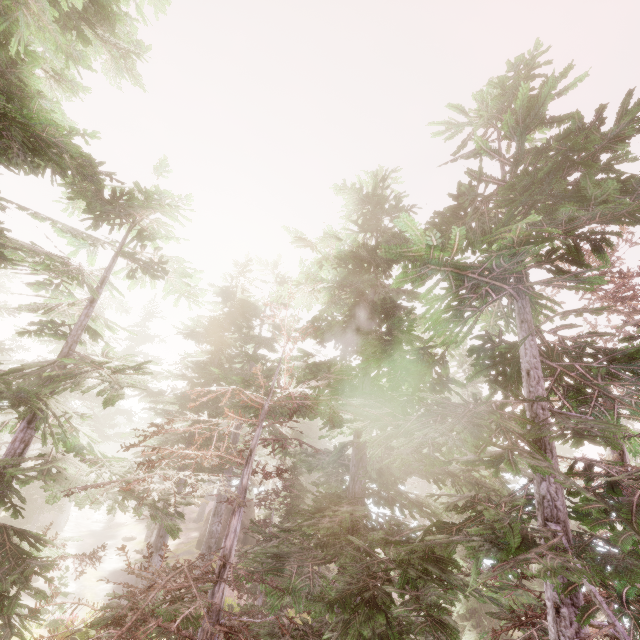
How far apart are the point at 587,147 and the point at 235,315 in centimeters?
2229cm

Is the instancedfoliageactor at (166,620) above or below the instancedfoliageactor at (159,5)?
below

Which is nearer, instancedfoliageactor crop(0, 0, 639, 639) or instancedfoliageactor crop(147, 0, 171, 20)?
instancedfoliageactor crop(0, 0, 639, 639)

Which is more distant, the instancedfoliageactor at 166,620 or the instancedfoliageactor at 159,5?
the instancedfoliageactor at 159,5

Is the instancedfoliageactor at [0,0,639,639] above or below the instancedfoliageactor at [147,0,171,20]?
below
